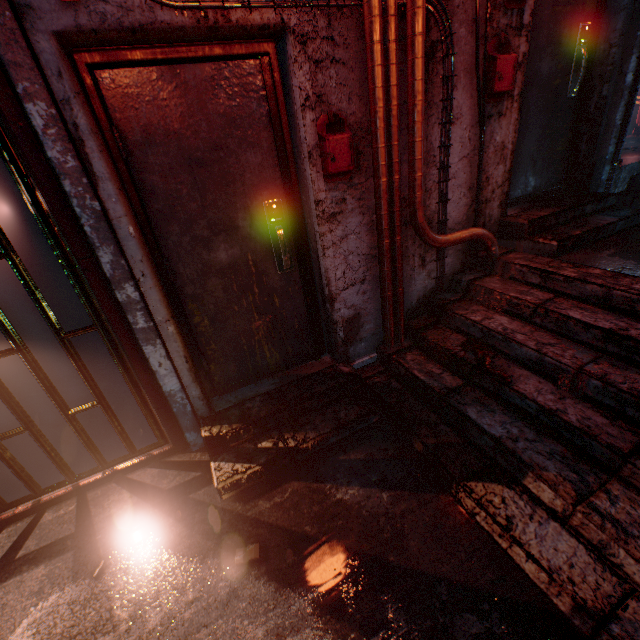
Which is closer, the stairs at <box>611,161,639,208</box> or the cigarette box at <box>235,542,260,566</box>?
the cigarette box at <box>235,542,260,566</box>

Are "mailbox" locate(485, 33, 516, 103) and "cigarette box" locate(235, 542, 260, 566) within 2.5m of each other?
no

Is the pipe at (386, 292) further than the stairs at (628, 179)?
No

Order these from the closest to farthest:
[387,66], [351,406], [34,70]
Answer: [34,70] → [387,66] → [351,406]

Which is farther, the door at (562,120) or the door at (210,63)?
the door at (562,120)

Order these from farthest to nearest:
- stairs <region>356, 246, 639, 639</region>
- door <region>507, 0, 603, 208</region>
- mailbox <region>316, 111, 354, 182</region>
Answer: door <region>507, 0, 603, 208</region>, mailbox <region>316, 111, 354, 182</region>, stairs <region>356, 246, 639, 639</region>

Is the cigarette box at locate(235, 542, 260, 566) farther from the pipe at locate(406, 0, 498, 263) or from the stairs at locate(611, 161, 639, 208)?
the stairs at locate(611, 161, 639, 208)

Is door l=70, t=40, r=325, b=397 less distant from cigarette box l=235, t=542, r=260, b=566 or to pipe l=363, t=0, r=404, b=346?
pipe l=363, t=0, r=404, b=346
